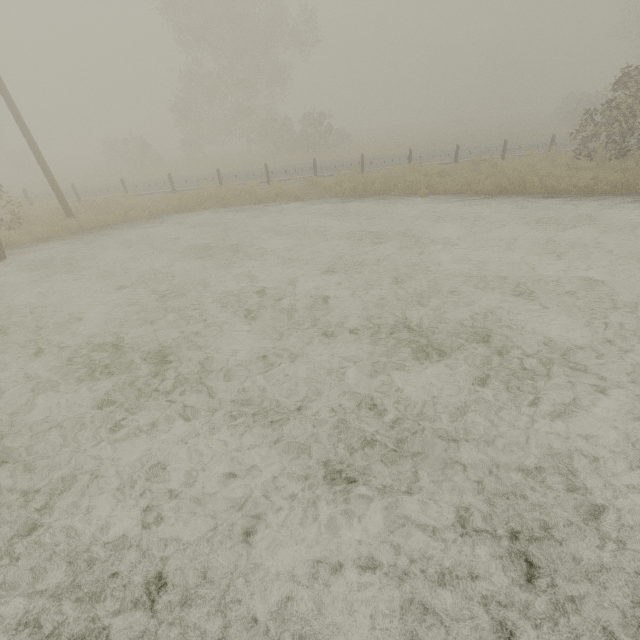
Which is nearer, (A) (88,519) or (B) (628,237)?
(A) (88,519)

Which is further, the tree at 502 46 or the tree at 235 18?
the tree at 502 46

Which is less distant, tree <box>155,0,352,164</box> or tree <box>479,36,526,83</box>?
tree <box>155,0,352,164</box>

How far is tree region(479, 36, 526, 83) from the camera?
57.8 meters

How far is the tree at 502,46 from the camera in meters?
57.8 m
